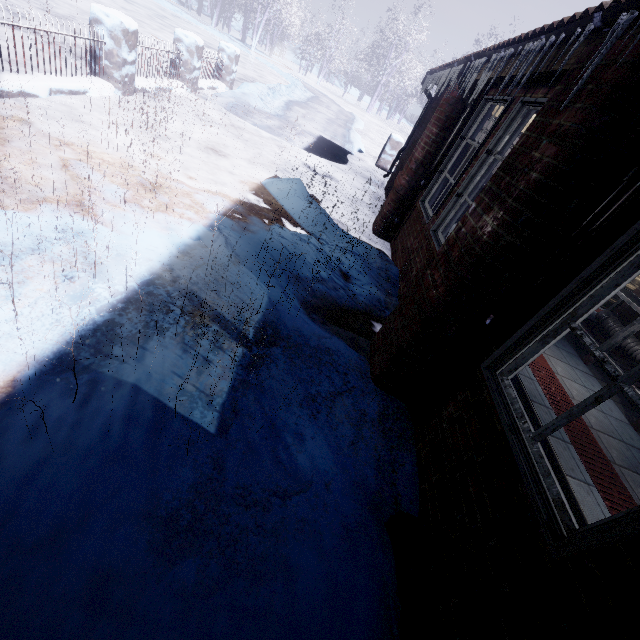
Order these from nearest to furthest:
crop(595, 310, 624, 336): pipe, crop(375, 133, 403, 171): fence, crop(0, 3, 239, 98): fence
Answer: crop(0, 3, 239, 98): fence → crop(595, 310, 624, 336): pipe → crop(375, 133, 403, 171): fence

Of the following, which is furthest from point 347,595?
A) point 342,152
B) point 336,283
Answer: point 342,152

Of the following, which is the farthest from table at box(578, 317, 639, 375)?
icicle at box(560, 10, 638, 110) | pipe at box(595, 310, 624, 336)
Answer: icicle at box(560, 10, 638, 110)

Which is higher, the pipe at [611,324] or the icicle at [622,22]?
the icicle at [622,22]

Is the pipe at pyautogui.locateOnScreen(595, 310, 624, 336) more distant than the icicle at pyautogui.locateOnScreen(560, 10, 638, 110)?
Yes

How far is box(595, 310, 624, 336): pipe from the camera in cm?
423

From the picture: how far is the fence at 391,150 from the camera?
9.0 meters

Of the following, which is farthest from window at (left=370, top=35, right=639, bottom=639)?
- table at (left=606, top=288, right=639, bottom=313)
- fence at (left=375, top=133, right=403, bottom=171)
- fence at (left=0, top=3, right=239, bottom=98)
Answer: fence at (left=375, top=133, right=403, bottom=171)
